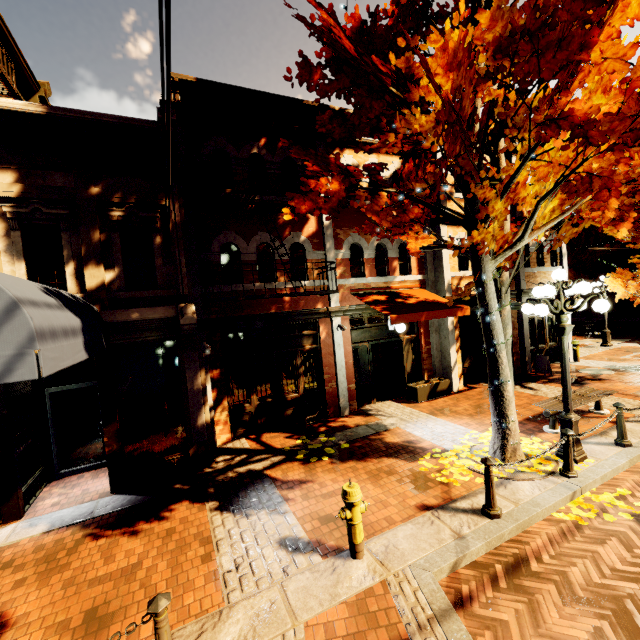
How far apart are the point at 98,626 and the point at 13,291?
3.9m

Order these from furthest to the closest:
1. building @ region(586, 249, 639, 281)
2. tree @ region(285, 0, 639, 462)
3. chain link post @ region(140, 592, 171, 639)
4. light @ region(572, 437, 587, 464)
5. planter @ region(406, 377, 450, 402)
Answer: building @ region(586, 249, 639, 281)
planter @ region(406, 377, 450, 402)
light @ region(572, 437, 587, 464)
tree @ region(285, 0, 639, 462)
chain link post @ region(140, 592, 171, 639)

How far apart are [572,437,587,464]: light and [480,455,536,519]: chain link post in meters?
2.3

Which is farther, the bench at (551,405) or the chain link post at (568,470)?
the bench at (551,405)

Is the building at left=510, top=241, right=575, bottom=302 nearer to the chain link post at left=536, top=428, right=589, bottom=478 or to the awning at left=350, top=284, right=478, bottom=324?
the awning at left=350, top=284, right=478, bottom=324

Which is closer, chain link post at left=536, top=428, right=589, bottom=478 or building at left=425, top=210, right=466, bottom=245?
chain link post at left=536, top=428, right=589, bottom=478

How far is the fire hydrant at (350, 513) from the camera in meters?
4.2 m

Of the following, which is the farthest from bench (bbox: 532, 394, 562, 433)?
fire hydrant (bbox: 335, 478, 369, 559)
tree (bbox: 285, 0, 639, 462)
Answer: fire hydrant (bbox: 335, 478, 369, 559)
